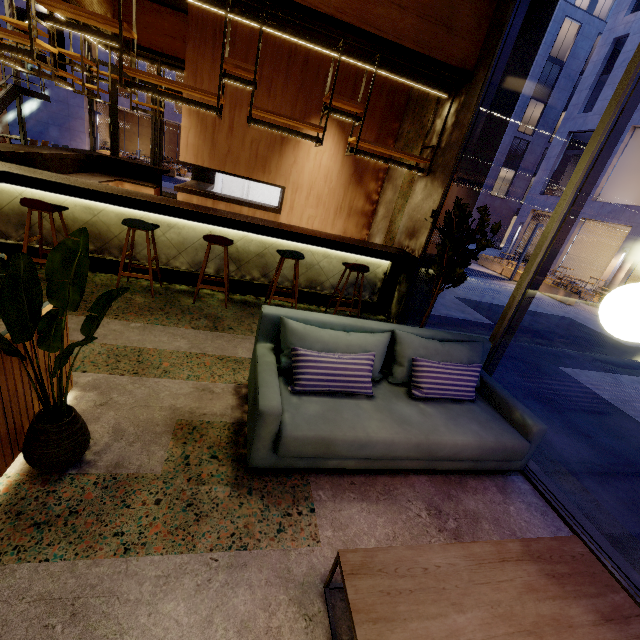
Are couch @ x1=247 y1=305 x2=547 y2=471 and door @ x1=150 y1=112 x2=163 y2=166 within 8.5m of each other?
no

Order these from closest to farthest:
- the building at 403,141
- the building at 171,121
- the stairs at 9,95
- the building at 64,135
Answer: the building at 403,141
the stairs at 9,95
the building at 64,135
the building at 171,121

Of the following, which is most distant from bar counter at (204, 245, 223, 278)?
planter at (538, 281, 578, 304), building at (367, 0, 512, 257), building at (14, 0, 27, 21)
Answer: building at (14, 0, 27, 21)

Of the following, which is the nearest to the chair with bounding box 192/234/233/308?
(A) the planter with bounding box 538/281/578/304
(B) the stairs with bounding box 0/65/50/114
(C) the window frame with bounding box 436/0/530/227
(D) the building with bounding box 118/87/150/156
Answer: (C) the window frame with bounding box 436/0/530/227

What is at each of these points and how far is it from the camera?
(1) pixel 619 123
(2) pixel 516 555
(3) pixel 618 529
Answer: (1) window frame, 2.6 meters
(2) coffee table, 1.8 meters
(3) building, 2.6 meters

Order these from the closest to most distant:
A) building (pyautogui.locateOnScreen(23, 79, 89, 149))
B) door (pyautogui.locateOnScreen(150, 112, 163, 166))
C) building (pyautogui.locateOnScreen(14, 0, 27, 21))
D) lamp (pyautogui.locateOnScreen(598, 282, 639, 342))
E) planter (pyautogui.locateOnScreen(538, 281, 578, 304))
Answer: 1. lamp (pyautogui.locateOnScreen(598, 282, 639, 342))
2. door (pyautogui.locateOnScreen(150, 112, 163, 166))
3. planter (pyautogui.locateOnScreen(538, 281, 578, 304))
4. building (pyautogui.locateOnScreen(14, 0, 27, 21))
5. building (pyautogui.locateOnScreen(23, 79, 89, 149))

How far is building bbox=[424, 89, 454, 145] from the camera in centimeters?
486cm

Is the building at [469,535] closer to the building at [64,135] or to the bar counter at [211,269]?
the bar counter at [211,269]
